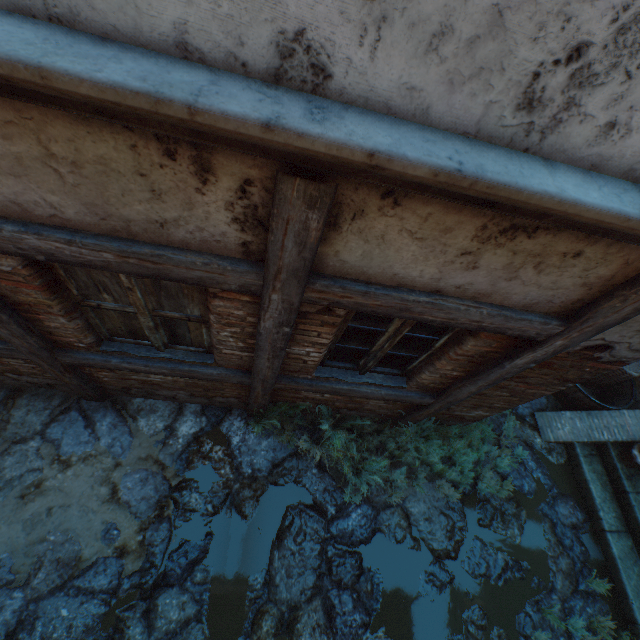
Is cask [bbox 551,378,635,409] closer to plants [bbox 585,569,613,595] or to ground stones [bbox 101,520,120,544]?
ground stones [bbox 101,520,120,544]

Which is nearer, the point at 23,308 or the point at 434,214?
the point at 434,214

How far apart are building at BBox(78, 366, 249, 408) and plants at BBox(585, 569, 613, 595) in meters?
5.0 m

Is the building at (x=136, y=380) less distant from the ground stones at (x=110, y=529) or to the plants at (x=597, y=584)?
the ground stones at (x=110, y=529)

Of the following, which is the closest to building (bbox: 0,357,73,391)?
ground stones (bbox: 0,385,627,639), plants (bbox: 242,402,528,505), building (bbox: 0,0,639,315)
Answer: ground stones (bbox: 0,385,627,639)

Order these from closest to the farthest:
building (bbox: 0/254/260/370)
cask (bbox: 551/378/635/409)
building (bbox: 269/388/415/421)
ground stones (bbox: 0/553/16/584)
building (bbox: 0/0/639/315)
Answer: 1. building (bbox: 0/0/639/315)
2. building (bbox: 0/254/260/370)
3. ground stones (bbox: 0/553/16/584)
4. building (bbox: 269/388/415/421)
5. cask (bbox: 551/378/635/409)

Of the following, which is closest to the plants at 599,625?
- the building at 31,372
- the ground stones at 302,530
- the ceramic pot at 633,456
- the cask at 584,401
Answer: the ground stones at 302,530

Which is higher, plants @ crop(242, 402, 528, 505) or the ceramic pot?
the ceramic pot
